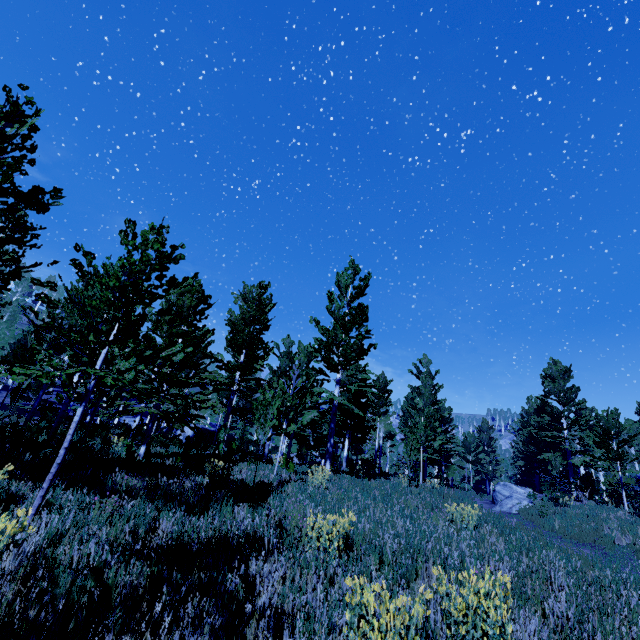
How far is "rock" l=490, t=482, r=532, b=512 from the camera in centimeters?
1903cm

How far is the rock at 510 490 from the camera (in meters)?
19.03

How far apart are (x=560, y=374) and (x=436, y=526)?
26.22m

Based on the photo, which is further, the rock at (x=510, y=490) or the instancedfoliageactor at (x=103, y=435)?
the rock at (x=510, y=490)

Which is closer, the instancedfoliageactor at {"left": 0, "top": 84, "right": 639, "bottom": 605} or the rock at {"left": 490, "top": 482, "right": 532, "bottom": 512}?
the instancedfoliageactor at {"left": 0, "top": 84, "right": 639, "bottom": 605}
